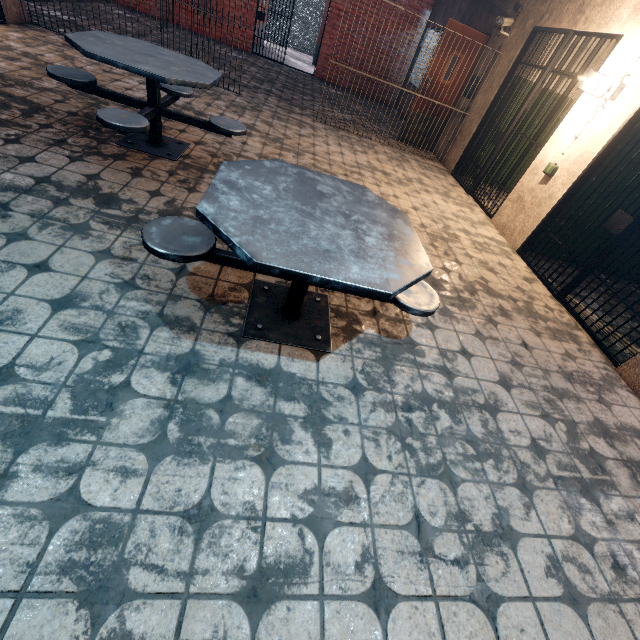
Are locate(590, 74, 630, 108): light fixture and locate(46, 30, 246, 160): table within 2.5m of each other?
no

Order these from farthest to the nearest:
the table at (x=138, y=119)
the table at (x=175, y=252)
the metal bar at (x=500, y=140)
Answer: the metal bar at (x=500, y=140), the table at (x=138, y=119), the table at (x=175, y=252)

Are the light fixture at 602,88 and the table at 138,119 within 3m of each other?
no

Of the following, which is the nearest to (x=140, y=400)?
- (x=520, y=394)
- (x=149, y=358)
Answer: (x=149, y=358)

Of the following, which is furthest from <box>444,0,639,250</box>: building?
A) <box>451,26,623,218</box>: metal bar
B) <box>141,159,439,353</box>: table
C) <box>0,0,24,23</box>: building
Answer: <box>0,0,24,23</box>: building

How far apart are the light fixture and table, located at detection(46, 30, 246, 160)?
3.9 meters

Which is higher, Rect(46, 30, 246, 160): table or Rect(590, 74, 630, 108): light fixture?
Rect(590, 74, 630, 108): light fixture

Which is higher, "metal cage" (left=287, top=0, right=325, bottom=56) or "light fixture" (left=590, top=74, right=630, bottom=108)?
"light fixture" (left=590, top=74, right=630, bottom=108)
